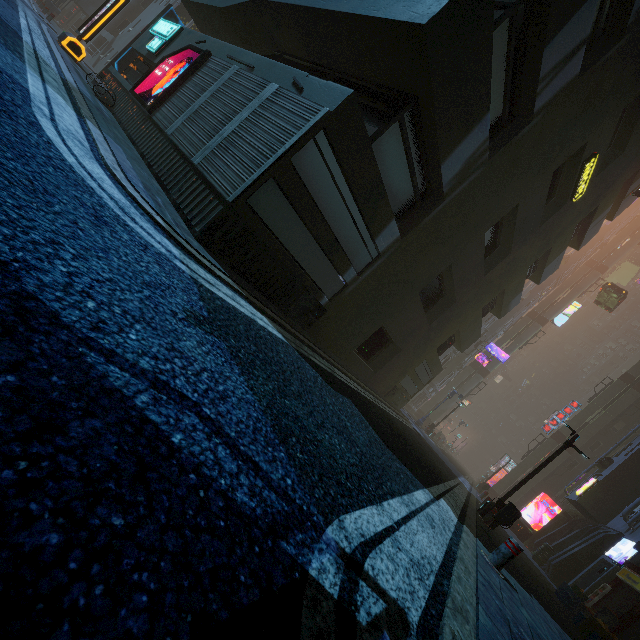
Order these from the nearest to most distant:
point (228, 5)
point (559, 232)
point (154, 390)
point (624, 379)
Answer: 1. point (154, 390)
2. point (228, 5)
3. point (559, 232)
4. point (624, 379)

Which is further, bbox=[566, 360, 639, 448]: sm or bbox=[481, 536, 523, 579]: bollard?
bbox=[566, 360, 639, 448]: sm

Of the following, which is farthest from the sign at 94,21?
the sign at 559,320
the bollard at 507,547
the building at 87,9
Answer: the sign at 559,320

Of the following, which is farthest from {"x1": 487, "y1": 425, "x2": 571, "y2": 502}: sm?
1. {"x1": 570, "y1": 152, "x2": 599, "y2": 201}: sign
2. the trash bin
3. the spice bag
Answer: the trash bin

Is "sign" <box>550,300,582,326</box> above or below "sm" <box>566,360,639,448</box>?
above

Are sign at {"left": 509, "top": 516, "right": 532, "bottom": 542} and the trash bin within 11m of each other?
no

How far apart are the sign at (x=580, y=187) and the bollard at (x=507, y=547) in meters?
12.7 m

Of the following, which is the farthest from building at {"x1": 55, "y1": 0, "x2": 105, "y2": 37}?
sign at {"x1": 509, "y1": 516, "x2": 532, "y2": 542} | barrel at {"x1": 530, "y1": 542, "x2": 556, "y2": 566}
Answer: sign at {"x1": 509, "y1": 516, "x2": 532, "y2": 542}
